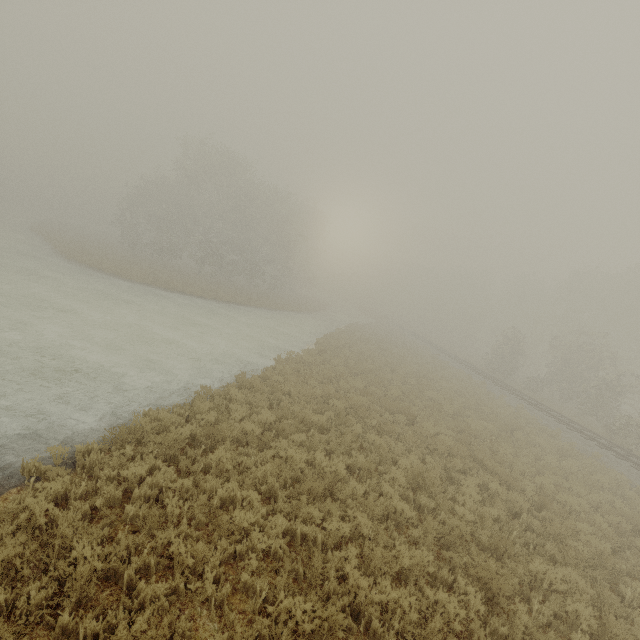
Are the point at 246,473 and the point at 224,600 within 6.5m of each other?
yes
